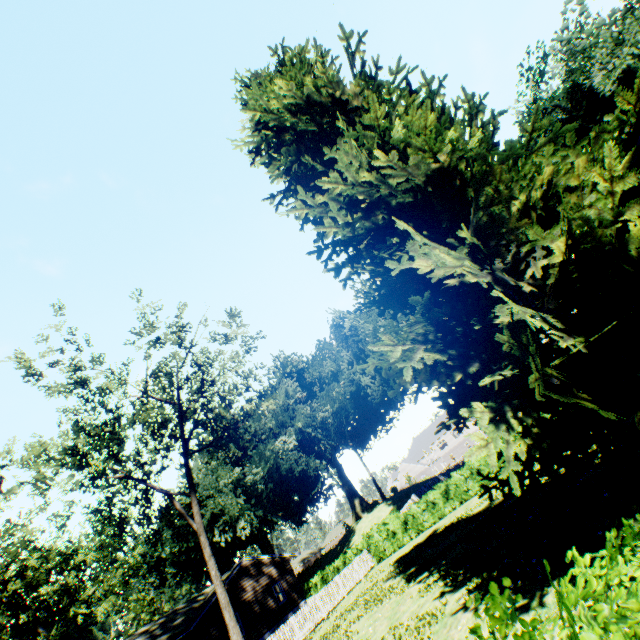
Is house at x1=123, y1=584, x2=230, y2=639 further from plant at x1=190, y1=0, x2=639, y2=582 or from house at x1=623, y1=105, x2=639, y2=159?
house at x1=623, y1=105, x2=639, y2=159

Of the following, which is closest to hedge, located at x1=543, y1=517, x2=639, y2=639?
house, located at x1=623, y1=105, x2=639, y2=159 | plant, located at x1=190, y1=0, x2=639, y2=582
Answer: house, located at x1=623, y1=105, x2=639, y2=159

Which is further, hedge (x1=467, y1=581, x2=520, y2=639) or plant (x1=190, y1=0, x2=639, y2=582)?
plant (x1=190, y1=0, x2=639, y2=582)

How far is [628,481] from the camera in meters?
6.0

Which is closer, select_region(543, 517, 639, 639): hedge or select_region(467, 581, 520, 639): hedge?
select_region(543, 517, 639, 639): hedge

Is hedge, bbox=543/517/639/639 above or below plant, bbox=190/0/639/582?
below

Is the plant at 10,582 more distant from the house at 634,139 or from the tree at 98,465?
the tree at 98,465

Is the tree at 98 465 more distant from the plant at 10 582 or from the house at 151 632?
the plant at 10 582
